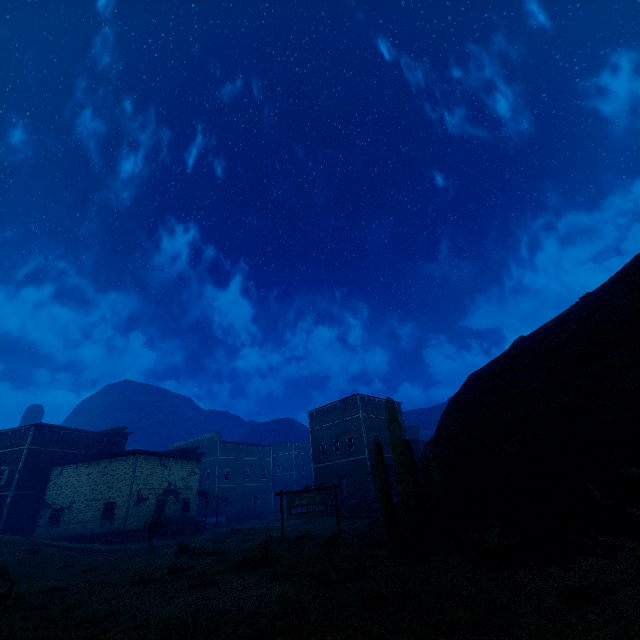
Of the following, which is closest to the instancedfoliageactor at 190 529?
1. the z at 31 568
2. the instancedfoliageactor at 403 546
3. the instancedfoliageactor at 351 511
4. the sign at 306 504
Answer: the z at 31 568

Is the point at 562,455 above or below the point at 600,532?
above

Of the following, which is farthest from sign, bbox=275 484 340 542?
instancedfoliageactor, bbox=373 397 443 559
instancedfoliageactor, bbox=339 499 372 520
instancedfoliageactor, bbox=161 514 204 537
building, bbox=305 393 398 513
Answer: instancedfoliageactor, bbox=161 514 204 537

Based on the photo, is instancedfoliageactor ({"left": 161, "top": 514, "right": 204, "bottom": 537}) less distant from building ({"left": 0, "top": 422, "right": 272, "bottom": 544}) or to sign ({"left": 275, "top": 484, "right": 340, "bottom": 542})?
building ({"left": 0, "top": 422, "right": 272, "bottom": 544})

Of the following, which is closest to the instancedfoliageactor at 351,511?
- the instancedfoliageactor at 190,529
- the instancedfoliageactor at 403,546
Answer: the instancedfoliageactor at 190,529

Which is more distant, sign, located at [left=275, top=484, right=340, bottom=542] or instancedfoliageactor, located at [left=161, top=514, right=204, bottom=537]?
instancedfoliageactor, located at [left=161, top=514, right=204, bottom=537]

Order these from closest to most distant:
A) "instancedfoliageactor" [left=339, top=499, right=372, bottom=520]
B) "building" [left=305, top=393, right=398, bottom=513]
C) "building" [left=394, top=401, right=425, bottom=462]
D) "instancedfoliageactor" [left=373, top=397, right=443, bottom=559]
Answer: "instancedfoliageactor" [left=373, top=397, right=443, bottom=559]
"instancedfoliageactor" [left=339, top=499, right=372, bottom=520]
"building" [left=305, top=393, right=398, bottom=513]
"building" [left=394, top=401, right=425, bottom=462]

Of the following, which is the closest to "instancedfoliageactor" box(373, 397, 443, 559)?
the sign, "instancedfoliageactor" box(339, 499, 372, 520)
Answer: the sign
